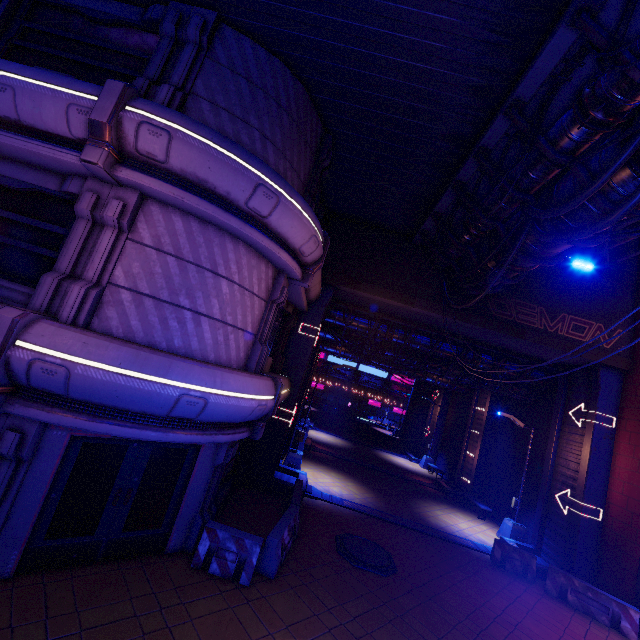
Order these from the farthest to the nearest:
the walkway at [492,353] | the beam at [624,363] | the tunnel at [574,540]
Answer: the walkway at [492,353] < the beam at [624,363] < the tunnel at [574,540]

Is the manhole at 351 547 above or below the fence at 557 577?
below

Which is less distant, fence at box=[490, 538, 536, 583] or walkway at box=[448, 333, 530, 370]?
fence at box=[490, 538, 536, 583]

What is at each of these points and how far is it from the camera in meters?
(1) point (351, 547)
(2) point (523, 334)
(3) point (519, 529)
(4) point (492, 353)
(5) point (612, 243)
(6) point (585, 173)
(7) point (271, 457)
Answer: (1) manhole, 10.6
(2) beam, 14.1
(3) street light, 15.9
(4) walkway, 18.1
(5) pipe, 13.7
(6) walkway, 7.0
(7) tunnel, 13.6

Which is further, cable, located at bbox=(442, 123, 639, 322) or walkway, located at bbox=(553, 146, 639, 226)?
walkway, located at bbox=(553, 146, 639, 226)

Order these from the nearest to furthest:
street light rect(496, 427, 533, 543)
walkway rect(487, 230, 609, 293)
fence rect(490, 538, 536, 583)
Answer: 1. walkway rect(487, 230, 609, 293)
2. fence rect(490, 538, 536, 583)
3. street light rect(496, 427, 533, 543)

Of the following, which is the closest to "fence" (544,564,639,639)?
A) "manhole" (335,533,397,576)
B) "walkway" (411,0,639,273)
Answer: "manhole" (335,533,397,576)

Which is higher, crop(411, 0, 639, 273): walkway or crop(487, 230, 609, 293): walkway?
crop(411, 0, 639, 273): walkway
